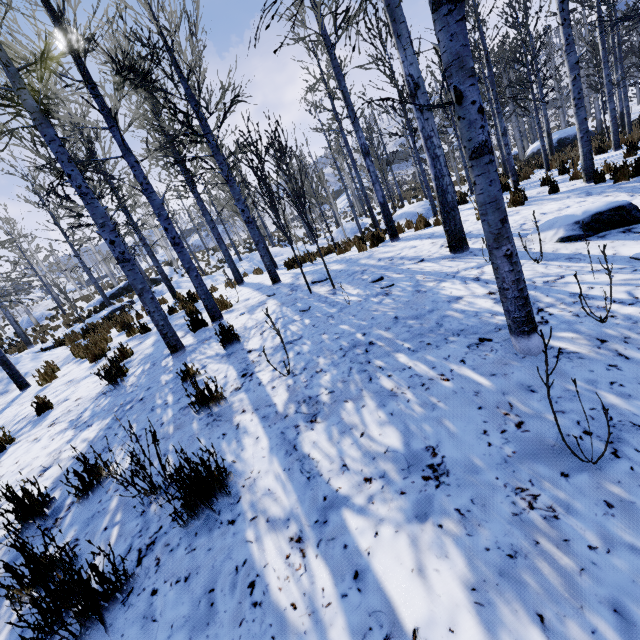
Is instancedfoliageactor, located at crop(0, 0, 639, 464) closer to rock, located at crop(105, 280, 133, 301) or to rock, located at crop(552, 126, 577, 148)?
rock, located at crop(105, 280, 133, 301)

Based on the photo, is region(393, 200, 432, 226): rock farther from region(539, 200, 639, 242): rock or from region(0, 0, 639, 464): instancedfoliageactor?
region(539, 200, 639, 242): rock

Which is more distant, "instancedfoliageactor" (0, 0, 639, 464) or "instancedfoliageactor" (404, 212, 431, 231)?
"instancedfoliageactor" (404, 212, 431, 231)

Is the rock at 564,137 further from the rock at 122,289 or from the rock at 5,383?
the rock at 5,383

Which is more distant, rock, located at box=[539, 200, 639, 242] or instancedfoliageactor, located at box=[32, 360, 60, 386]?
instancedfoliageactor, located at box=[32, 360, 60, 386]

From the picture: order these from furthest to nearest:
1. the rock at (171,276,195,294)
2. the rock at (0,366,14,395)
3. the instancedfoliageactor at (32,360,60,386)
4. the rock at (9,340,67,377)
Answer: the rock at (171,276,195,294) → the rock at (9,340,67,377) → the rock at (0,366,14,395) → the instancedfoliageactor at (32,360,60,386)

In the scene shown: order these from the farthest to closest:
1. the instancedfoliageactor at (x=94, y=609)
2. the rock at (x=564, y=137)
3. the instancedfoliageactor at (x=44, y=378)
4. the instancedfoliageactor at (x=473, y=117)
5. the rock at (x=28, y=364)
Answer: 1. the rock at (x=564, y=137)
2. the rock at (x=28, y=364)
3. the instancedfoliageactor at (x=44, y=378)
4. the instancedfoliageactor at (x=473, y=117)
5. the instancedfoliageactor at (x=94, y=609)

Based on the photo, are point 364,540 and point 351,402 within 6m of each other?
yes
